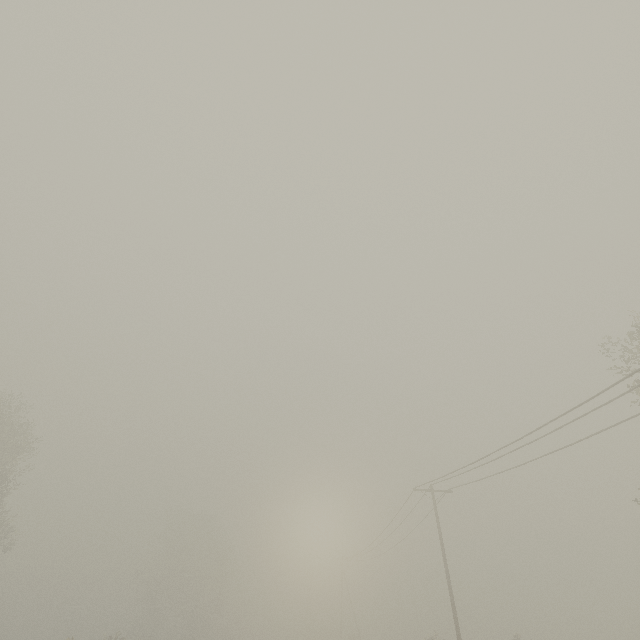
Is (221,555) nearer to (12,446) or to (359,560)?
(359,560)
